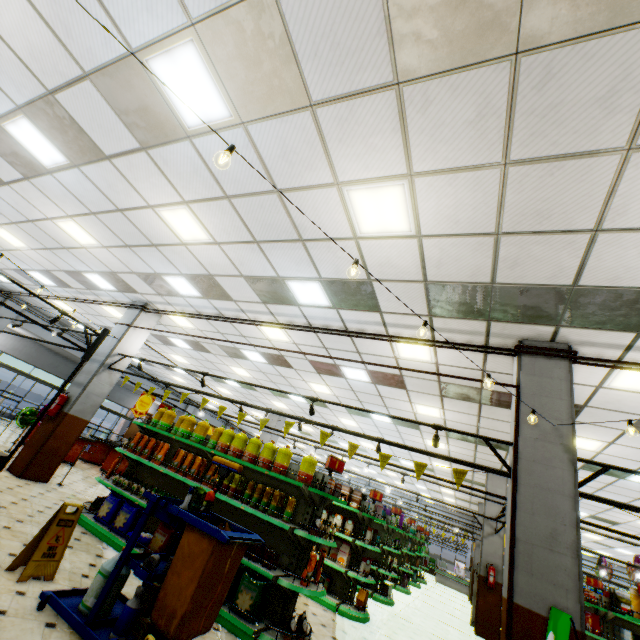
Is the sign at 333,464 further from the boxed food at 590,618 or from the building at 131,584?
the boxed food at 590,618

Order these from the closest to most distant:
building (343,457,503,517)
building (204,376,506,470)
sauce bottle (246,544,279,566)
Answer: sauce bottle (246,544,279,566)
building (204,376,506,470)
building (343,457,503,517)

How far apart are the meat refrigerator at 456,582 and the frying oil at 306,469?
23.25m

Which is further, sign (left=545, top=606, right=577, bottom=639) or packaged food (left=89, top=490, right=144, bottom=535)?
packaged food (left=89, top=490, right=144, bottom=535)

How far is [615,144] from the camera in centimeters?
266cm

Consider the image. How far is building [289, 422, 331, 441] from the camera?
16.86m

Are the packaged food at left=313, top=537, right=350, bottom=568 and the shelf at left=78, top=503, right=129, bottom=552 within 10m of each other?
yes

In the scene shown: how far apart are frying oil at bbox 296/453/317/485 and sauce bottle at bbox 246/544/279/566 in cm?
102
